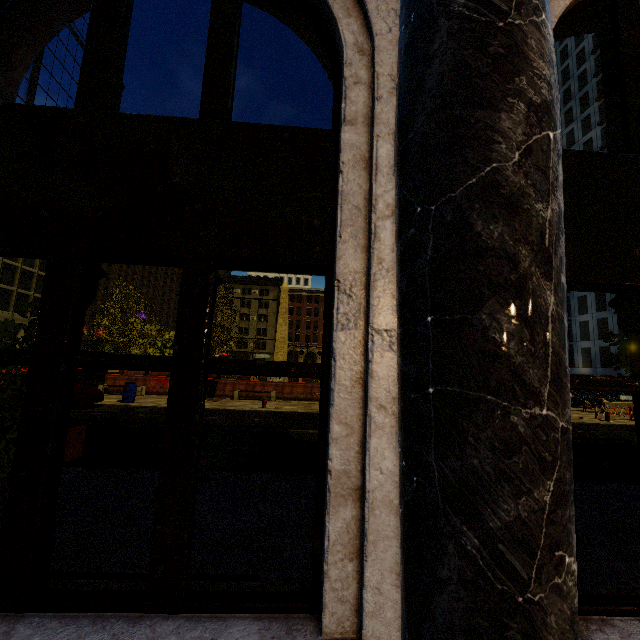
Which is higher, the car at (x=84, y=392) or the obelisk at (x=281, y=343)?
the obelisk at (x=281, y=343)

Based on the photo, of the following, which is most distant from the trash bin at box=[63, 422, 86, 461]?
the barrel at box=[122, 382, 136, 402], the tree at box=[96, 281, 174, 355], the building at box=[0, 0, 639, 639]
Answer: the barrel at box=[122, 382, 136, 402]

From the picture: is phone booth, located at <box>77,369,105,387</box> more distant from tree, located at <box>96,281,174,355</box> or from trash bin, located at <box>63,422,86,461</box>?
trash bin, located at <box>63,422,86,461</box>

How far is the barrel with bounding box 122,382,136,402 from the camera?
17.2 meters

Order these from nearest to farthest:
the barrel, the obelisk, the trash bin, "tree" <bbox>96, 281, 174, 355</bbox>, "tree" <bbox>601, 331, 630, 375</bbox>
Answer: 1. "tree" <bbox>601, 331, 630, 375</bbox>
2. the trash bin
3. the barrel
4. "tree" <bbox>96, 281, 174, 355</bbox>
5. the obelisk

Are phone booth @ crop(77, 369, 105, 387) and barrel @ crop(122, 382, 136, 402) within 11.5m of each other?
yes

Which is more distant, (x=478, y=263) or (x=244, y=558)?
(x=244, y=558)

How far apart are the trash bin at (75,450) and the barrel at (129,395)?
10.36m
